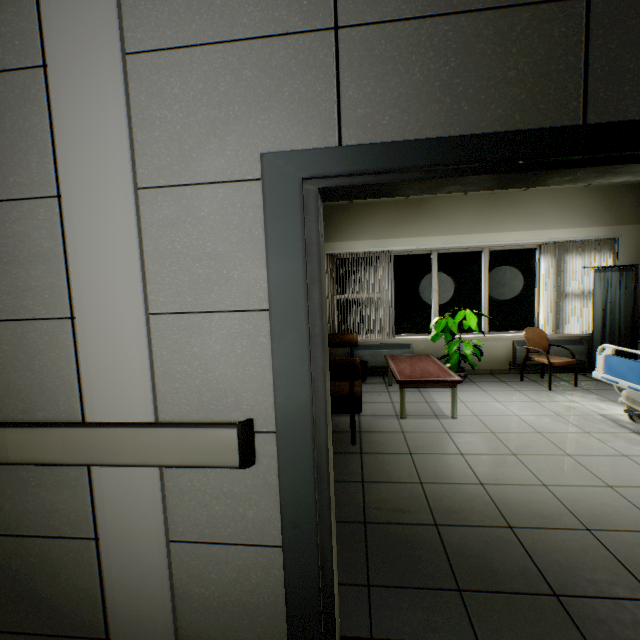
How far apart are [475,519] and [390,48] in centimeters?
281cm

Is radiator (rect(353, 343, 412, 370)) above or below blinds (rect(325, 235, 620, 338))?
below

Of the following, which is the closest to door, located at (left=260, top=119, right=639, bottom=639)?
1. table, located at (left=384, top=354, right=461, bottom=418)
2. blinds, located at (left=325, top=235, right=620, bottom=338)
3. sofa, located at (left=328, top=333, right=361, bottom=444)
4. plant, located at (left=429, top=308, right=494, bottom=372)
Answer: sofa, located at (left=328, top=333, right=361, bottom=444)

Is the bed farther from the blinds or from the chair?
the blinds

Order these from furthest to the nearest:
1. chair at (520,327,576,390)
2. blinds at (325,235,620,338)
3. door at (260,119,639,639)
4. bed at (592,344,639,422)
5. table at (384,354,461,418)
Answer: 1. blinds at (325,235,620,338)
2. chair at (520,327,576,390)
3. table at (384,354,461,418)
4. bed at (592,344,639,422)
5. door at (260,119,639,639)

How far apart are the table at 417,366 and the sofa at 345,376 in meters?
0.4 m

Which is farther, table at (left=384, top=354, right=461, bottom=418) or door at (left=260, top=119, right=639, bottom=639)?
table at (left=384, top=354, right=461, bottom=418)

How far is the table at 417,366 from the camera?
4.0 meters
